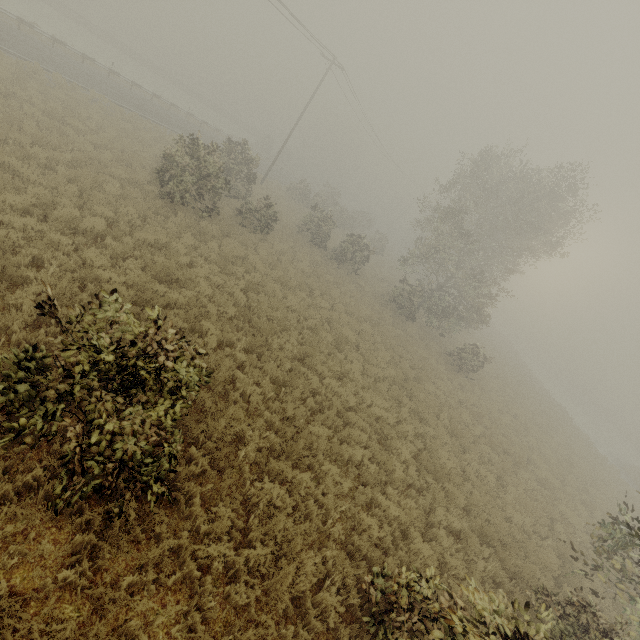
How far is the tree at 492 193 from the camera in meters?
20.5 m

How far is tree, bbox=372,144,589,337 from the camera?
20.5m

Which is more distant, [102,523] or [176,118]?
[176,118]
